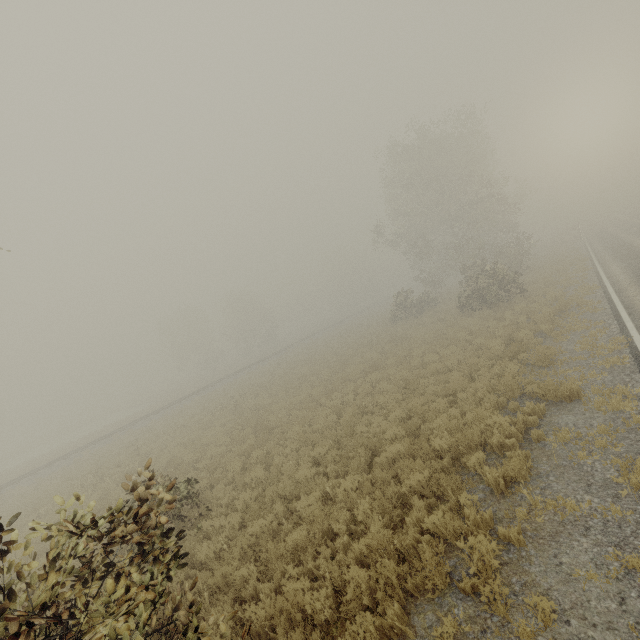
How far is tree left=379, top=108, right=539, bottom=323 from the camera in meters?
23.5

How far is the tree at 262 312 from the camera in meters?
56.1

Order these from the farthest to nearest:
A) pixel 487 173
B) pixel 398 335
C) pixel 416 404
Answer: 1. pixel 487 173
2. pixel 398 335
3. pixel 416 404

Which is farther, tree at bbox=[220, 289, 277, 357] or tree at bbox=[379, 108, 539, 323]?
tree at bbox=[220, 289, 277, 357]

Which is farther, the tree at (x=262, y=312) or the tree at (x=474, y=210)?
the tree at (x=262, y=312)
